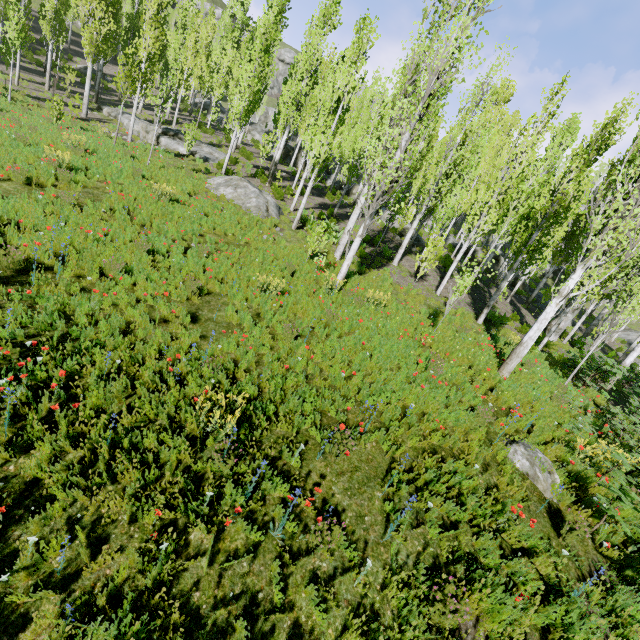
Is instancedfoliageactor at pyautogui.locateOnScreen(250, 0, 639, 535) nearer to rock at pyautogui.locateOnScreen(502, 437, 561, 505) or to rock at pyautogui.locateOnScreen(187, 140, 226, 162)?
rock at pyautogui.locateOnScreen(187, 140, 226, 162)

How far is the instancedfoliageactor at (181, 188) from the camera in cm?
1276

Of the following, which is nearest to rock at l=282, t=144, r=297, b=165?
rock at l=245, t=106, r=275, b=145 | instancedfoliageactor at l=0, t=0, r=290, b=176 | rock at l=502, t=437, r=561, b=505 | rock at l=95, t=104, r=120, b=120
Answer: instancedfoliageactor at l=0, t=0, r=290, b=176

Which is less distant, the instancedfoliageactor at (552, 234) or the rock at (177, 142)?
A: the instancedfoliageactor at (552, 234)

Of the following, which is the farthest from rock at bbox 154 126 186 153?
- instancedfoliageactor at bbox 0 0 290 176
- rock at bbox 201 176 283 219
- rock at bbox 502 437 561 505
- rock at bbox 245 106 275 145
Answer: rock at bbox 245 106 275 145

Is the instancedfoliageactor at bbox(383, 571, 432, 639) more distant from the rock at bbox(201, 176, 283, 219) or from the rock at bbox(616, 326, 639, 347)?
the rock at bbox(201, 176, 283, 219)

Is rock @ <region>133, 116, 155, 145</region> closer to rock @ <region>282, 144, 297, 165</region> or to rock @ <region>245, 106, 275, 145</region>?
rock @ <region>282, 144, 297, 165</region>

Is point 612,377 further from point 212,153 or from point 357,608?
point 212,153
